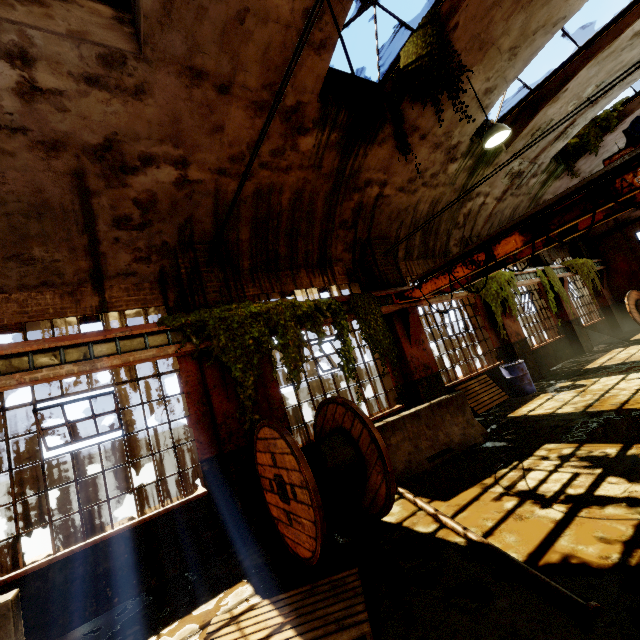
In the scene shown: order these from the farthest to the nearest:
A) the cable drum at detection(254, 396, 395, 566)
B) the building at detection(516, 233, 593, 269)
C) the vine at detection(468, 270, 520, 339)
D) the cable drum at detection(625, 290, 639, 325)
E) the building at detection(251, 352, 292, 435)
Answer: the cable drum at detection(625, 290, 639, 325) → the building at detection(516, 233, 593, 269) → the vine at detection(468, 270, 520, 339) → the building at detection(251, 352, 292, 435) → the cable drum at detection(254, 396, 395, 566)

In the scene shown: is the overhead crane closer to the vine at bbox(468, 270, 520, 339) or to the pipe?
the vine at bbox(468, 270, 520, 339)

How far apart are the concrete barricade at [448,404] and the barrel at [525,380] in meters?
3.5 m

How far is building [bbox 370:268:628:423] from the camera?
8.5m

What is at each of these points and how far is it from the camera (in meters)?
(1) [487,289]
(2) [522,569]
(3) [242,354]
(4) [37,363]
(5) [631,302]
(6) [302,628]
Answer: (1) vine, 10.45
(2) pipe, 2.82
(3) vine, 5.79
(4) beam, 4.57
(5) cable drum, 15.29
(6) wooden pallet, 2.93

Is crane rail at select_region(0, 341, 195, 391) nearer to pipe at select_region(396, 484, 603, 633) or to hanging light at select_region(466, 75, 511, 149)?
pipe at select_region(396, 484, 603, 633)

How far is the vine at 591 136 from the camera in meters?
11.3 m

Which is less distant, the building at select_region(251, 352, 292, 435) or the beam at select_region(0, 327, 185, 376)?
the beam at select_region(0, 327, 185, 376)
